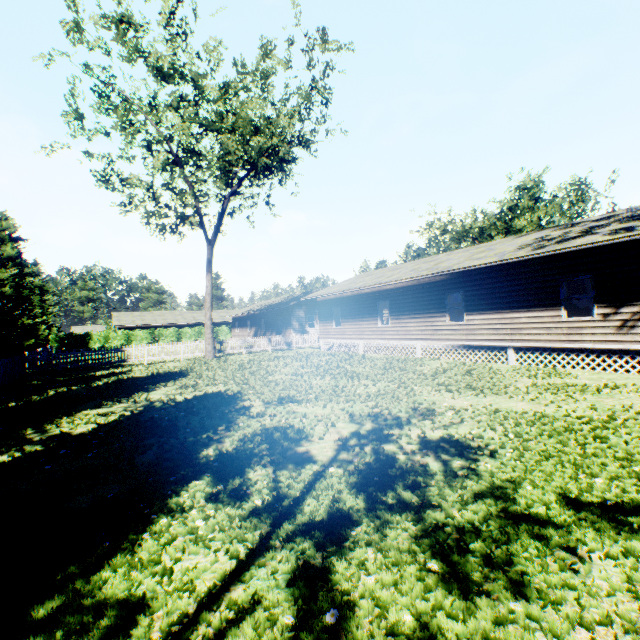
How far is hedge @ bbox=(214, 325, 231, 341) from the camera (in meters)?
51.46

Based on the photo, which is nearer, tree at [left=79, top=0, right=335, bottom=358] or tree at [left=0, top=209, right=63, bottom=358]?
tree at [left=79, top=0, right=335, bottom=358]

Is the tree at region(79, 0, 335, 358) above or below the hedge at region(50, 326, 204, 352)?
above

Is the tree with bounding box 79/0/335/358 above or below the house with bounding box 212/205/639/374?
above

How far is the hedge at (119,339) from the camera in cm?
4109

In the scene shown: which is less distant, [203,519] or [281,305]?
[203,519]

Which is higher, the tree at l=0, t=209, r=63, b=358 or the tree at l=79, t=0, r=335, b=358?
the tree at l=79, t=0, r=335, b=358

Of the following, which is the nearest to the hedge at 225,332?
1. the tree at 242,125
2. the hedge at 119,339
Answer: the hedge at 119,339
